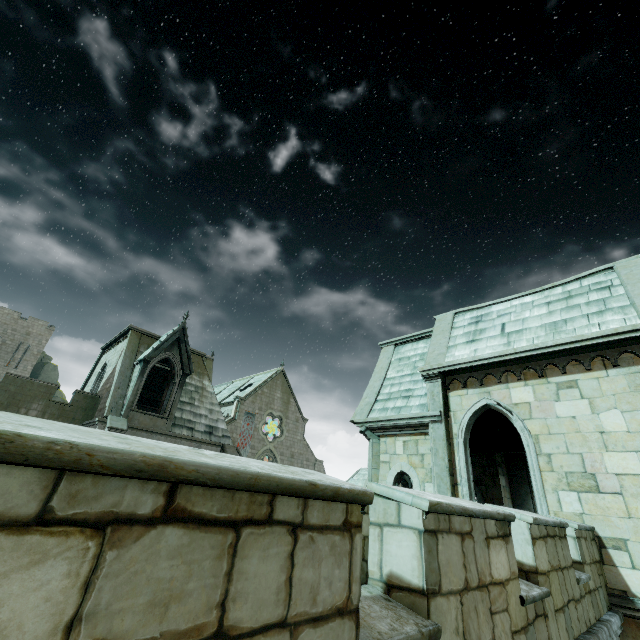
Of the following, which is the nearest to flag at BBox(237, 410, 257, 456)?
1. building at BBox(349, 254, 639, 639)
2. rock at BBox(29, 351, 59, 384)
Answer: building at BBox(349, 254, 639, 639)

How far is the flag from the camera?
37.94m

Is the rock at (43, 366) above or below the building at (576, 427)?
above

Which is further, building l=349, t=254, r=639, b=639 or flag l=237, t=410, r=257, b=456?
flag l=237, t=410, r=257, b=456

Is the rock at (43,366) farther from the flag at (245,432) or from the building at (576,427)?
the flag at (245,432)

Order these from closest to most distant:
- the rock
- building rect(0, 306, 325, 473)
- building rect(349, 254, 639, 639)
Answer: building rect(349, 254, 639, 639) < building rect(0, 306, 325, 473) < the rock

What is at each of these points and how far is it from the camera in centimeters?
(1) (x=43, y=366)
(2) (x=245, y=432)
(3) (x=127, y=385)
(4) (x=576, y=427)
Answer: (1) rock, 5209cm
(2) flag, 3881cm
(3) building, 1797cm
(4) building, 841cm

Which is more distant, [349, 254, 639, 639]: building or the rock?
the rock
